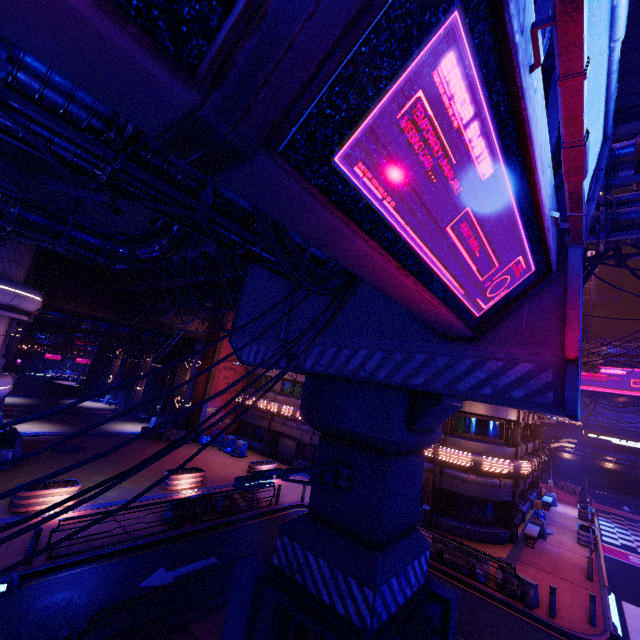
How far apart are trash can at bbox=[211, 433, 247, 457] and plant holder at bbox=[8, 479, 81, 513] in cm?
1337

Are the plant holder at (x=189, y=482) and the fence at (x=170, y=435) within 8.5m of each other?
no

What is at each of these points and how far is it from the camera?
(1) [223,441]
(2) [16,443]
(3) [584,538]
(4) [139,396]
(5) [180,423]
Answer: (1) trash can, 28.4m
(2) fence, 18.2m
(3) plant holder, 20.6m
(4) tunnel, 36.3m
(5) tunnel, 30.1m

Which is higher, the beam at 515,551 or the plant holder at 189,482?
the plant holder at 189,482

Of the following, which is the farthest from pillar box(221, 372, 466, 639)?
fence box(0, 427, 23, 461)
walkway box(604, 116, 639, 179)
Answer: fence box(0, 427, 23, 461)

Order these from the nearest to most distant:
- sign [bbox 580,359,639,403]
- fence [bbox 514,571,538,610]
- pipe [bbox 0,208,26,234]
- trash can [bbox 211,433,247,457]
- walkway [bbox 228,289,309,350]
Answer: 1. walkway [bbox 228,289,309,350]
2. pipe [bbox 0,208,26,234]
3. fence [bbox 514,571,538,610]
4. trash can [bbox 211,433,247,457]
5. sign [bbox 580,359,639,403]

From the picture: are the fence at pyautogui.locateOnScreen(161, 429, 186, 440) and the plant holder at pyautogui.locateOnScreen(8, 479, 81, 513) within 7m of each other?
no

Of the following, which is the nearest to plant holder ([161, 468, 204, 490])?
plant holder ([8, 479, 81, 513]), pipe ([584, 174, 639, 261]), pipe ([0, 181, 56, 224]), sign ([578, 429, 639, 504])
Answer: plant holder ([8, 479, 81, 513])
